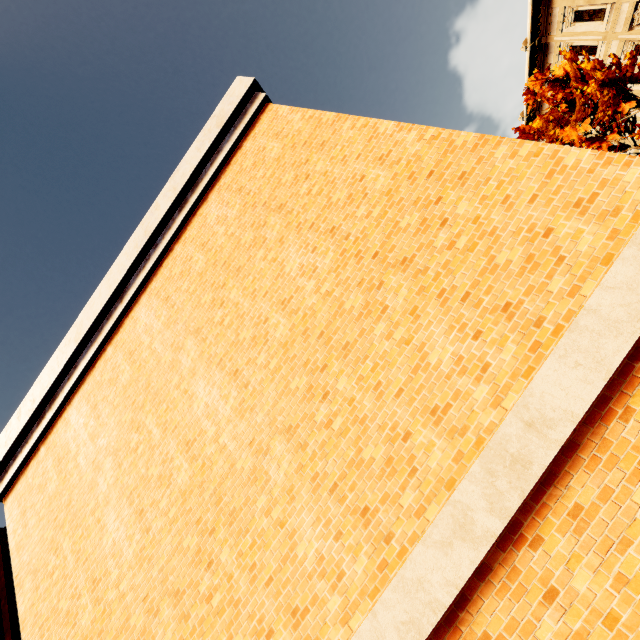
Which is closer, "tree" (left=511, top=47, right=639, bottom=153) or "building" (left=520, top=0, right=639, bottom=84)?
"tree" (left=511, top=47, right=639, bottom=153)

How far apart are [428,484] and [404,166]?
3.6m

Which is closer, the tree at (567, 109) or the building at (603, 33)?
the tree at (567, 109)
